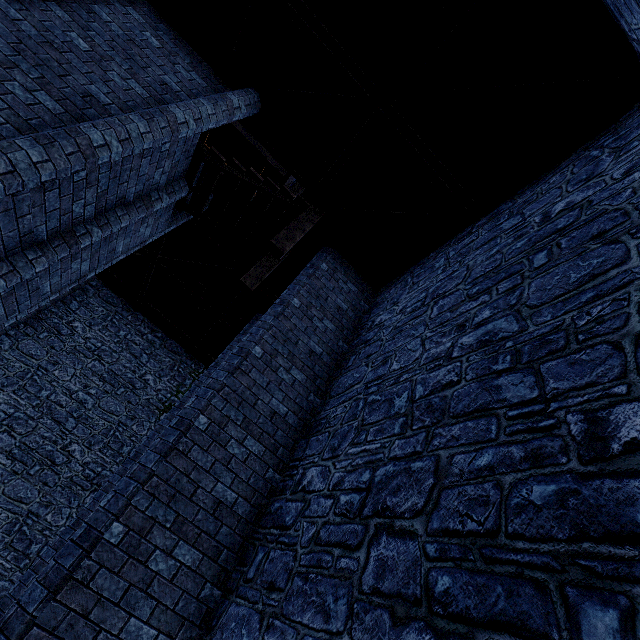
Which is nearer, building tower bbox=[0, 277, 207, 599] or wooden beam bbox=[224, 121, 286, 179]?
building tower bbox=[0, 277, 207, 599]

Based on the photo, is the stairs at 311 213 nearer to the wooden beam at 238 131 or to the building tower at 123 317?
the building tower at 123 317

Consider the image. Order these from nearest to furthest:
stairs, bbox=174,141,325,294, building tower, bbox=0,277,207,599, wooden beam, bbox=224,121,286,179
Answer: stairs, bbox=174,141,325,294, building tower, bbox=0,277,207,599, wooden beam, bbox=224,121,286,179

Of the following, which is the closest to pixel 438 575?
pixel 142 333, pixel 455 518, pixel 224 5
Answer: pixel 455 518

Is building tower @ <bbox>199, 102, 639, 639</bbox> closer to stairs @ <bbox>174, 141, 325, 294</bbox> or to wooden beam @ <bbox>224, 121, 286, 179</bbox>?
wooden beam @ <bbox>224, 121, 286, 179</bbox>

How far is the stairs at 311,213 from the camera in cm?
633
